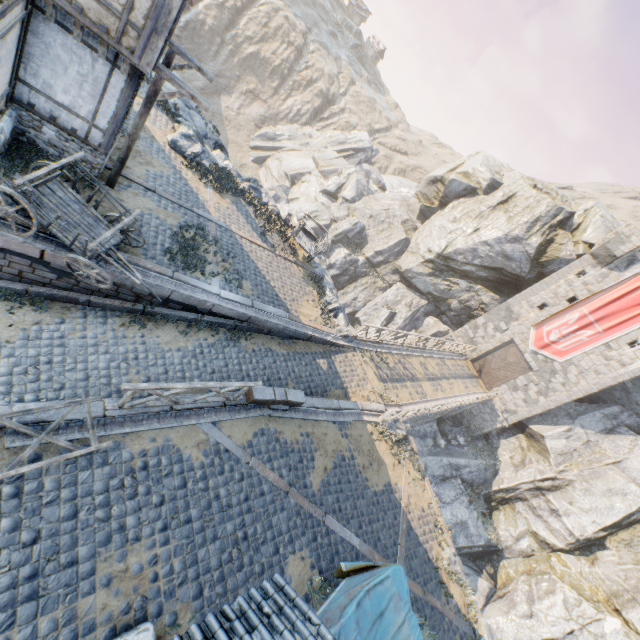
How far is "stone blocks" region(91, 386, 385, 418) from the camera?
6.84m

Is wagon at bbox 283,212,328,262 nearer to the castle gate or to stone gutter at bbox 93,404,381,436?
stone gutter at bbox 93,404,381,436

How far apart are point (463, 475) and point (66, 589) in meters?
26.2

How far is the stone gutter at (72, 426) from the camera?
6.1m

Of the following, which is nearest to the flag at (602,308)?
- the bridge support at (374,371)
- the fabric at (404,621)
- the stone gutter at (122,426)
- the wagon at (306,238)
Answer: the stone gutter at (122,426)

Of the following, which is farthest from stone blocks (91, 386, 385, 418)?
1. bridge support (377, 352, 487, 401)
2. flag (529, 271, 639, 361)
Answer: flag (529, 271, 639, 361)

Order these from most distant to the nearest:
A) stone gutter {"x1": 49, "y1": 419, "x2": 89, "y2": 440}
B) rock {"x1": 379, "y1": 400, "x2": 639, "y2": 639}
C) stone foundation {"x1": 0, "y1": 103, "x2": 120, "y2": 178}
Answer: rock {"x1": 379, "y1": 400, "x2": 639, "y2": 639}, stone foundation {"x1": 0, "y1": 103, "x2": 120, "y2": 178}, stone gutter {"x1": 49, "y1": 419, "x2": 89, "y2": 440}

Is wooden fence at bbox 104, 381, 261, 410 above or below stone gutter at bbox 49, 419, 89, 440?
above
